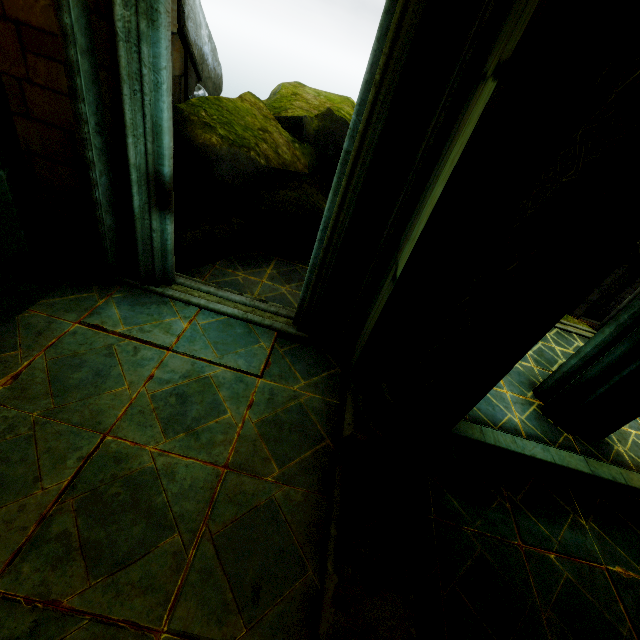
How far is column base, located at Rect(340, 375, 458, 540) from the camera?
3.13m

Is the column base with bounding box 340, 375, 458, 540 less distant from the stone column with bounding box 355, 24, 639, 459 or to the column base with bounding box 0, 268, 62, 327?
the stone column with bounding box 355, 24, 639, 459

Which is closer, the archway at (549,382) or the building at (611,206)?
the building at (611,206)

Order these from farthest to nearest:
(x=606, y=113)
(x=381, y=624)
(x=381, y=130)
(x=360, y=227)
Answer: (x=360, y=227) < (x=381, y=130) < (x=381, y=624) < (x=606, y=113)

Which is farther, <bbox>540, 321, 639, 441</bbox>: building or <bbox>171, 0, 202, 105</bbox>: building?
<bbox>171, 0, 202, 105</bbox>: building

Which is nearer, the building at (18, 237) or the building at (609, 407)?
the building at (18, 237)

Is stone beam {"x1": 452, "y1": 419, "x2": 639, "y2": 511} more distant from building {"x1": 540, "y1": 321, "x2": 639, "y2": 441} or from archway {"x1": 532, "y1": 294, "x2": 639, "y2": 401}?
archway {"x1": 532, "y1": 294, "x2": 639, "y2": 401}
